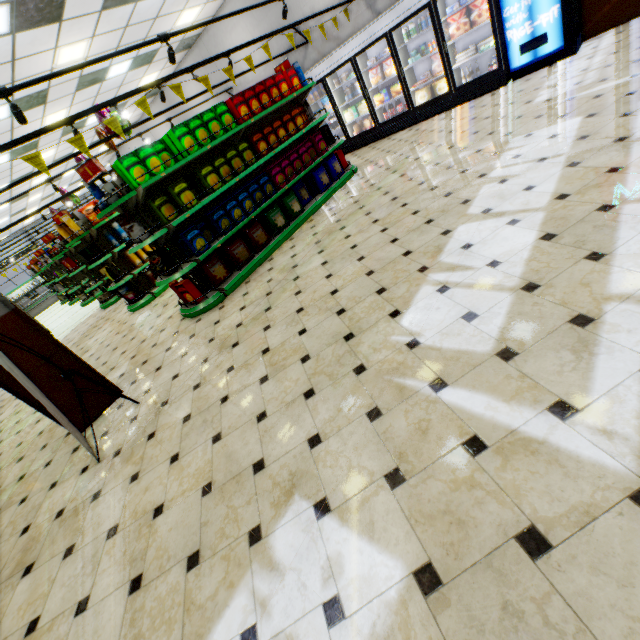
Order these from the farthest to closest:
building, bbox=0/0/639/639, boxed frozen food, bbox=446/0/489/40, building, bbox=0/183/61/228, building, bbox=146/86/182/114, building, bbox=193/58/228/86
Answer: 1. building, bbox=0/183/61/228
2. building, bbox=146/86/182/114
3. building, bbox=193/58/228/86
4. boxed frozen food, bbox=446/0/489/40
5. building, bbox=0/0/639/639

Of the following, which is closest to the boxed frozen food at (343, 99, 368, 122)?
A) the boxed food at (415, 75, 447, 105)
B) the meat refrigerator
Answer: the boxed food at (415, 75, 447, 105)

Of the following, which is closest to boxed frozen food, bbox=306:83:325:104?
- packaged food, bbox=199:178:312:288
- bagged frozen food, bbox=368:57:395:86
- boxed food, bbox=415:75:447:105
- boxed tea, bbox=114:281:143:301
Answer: bagged frozen food, bbox=368:57:395:86

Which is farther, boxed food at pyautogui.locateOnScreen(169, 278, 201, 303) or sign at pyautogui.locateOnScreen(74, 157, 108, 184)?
boxed food at pyautogui.locateOnScreen(169, 278, 201, 303)

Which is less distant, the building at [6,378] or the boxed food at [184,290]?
the building at [6,378]

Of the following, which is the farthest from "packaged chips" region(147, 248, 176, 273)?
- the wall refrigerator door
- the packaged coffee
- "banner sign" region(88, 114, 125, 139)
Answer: the wall refrigerator door

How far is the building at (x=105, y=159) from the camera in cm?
1805

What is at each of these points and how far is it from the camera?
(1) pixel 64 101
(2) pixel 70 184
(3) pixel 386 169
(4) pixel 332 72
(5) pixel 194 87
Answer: (1) building, 9.1m
(2) building, 19.7m
(3) building, 6.3m
(4) wall refrigerator door, 8.3m
(5) building, 12.3m
